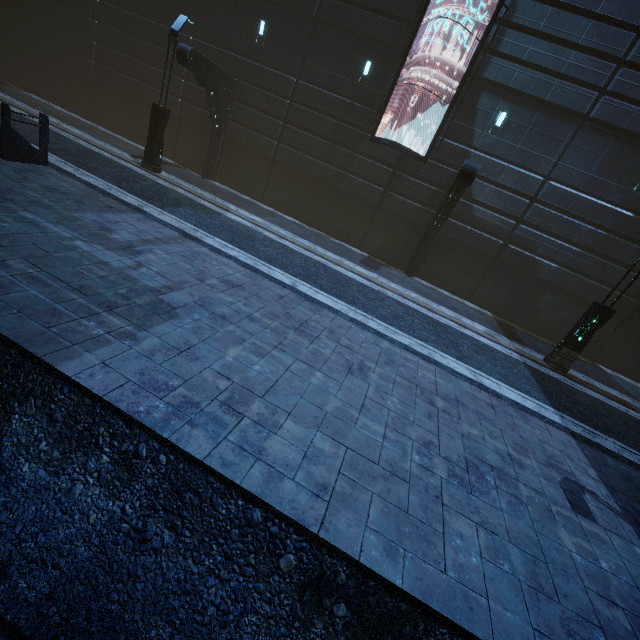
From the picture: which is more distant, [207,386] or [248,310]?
[248,310]

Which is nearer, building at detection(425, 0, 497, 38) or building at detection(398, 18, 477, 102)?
building at detection(425, 0, 497, 38)

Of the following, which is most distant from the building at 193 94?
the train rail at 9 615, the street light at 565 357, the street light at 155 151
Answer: the street light at 565 357

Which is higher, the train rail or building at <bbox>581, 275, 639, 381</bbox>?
building at <bbox>581, 275, 639, 381</bbox>

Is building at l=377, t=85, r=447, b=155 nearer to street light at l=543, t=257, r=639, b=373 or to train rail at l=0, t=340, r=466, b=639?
train rail at l=0, t=340, r=466, b=639

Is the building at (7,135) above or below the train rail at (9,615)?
above

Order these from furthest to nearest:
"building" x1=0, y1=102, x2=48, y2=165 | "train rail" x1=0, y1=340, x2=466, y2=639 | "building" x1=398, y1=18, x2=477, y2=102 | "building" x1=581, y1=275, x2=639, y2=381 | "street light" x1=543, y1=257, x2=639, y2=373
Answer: "building" x1=581, y1=275, x2=639, y2=381, "building" x1=398, y1=18, x2=477, y2=102, "street light" x1=543, y1=257, x2=639, y2=373, "building" x1=0, y1=102, x2=48, y2=165, "train rail" x1=0, y1=340, x2=466, y2=639

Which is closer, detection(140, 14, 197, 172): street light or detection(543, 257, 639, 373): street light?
detection(543, 257, 639, 373): street light
